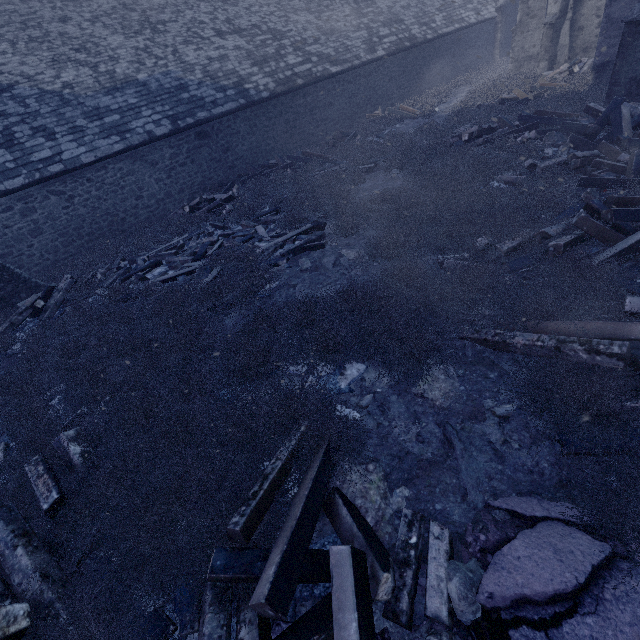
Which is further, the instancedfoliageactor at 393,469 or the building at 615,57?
the building at 615,57

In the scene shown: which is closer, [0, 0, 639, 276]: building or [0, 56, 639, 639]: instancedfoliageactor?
[0, 56, 639, 639]: instancedfoliageactor

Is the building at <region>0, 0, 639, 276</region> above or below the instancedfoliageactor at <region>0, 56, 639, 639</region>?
above

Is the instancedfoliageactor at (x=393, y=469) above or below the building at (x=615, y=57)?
below

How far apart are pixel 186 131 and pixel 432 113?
11.5 meters
